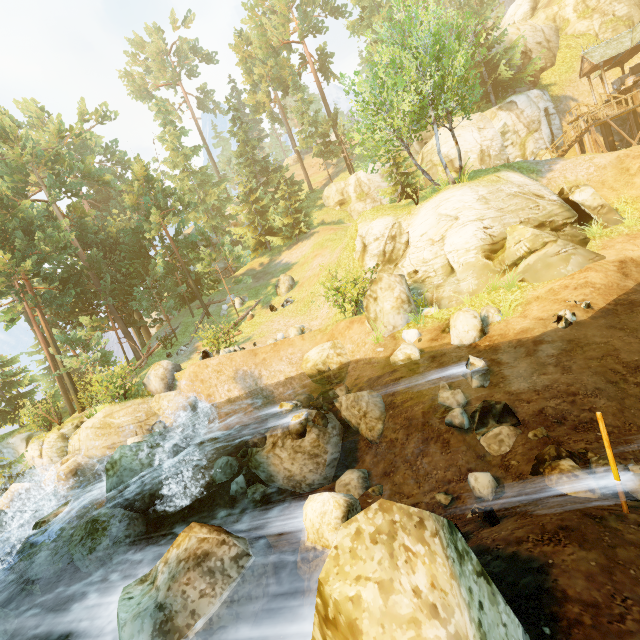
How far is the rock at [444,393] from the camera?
7.3 meters

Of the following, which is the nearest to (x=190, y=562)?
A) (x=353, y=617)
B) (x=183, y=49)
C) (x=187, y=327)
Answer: (x=353, y=617)

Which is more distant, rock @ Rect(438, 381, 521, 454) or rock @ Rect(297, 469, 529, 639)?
rock @ Rect(438, 381, 521, 454)

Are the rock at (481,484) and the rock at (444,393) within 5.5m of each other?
yes

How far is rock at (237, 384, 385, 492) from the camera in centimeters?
955cm

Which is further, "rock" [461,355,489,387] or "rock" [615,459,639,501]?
"rock" [461,355,489,387]

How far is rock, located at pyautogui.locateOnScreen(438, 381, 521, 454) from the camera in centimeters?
734cm

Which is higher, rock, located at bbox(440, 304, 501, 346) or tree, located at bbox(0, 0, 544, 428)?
tree, located at bbox(0, 0, 544, 428)
